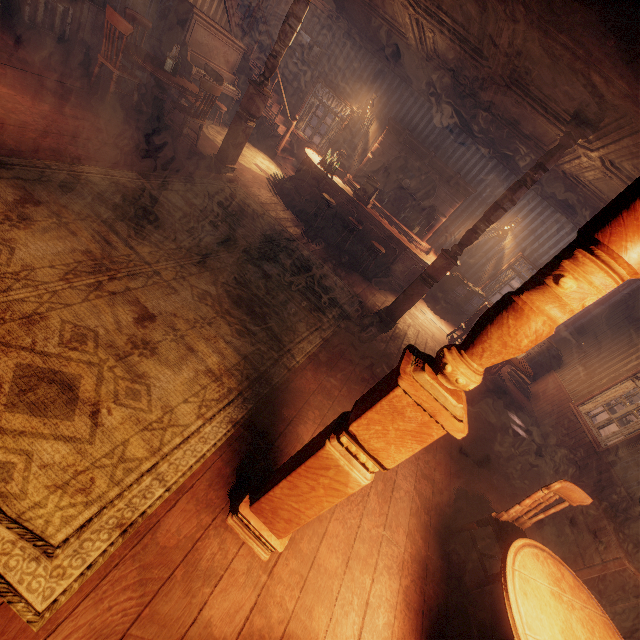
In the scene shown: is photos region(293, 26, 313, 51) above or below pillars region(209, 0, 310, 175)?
above

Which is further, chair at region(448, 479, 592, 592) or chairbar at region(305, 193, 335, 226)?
chairbar at region(305, 193, 335, 226)

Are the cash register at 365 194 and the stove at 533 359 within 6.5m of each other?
yes

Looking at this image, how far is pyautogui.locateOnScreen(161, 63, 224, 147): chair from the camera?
5.7 meters

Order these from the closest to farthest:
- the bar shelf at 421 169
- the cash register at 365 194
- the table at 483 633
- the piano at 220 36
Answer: the table at 483 633
the piano at 220 36
the cash register at 365 194
the bar shelf at 421 169

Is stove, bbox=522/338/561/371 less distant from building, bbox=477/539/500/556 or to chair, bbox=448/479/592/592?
building, bbox=477/539/500/556

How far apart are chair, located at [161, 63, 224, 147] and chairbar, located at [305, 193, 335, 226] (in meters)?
2.68

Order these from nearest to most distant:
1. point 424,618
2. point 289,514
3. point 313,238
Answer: point 289,514
point 424,618
point 313,238
